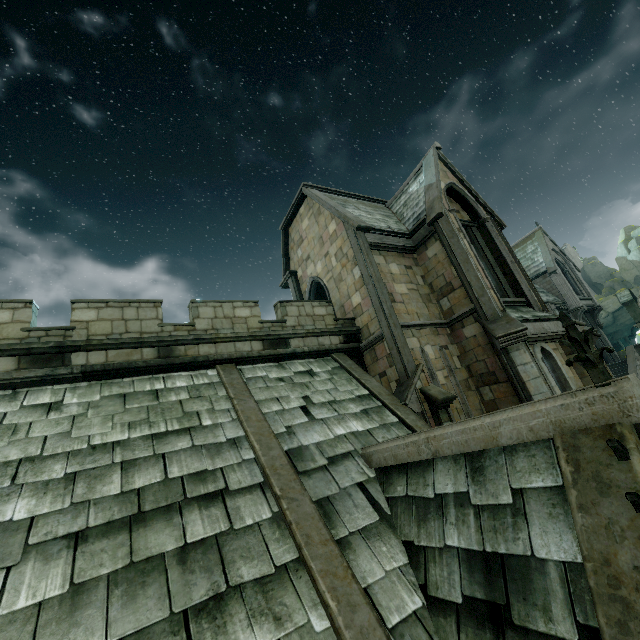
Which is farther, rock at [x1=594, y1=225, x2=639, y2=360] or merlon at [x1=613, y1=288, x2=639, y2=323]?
rock at [x1=594, y1=225, x2=639, y2=360]

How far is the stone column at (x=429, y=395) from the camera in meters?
9.3 m

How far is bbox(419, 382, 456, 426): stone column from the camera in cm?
934

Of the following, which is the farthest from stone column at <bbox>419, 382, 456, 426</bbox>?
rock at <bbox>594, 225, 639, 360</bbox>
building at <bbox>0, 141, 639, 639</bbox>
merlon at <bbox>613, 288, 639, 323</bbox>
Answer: merlon at <bbox>613, 288, 639, 323</bbox>

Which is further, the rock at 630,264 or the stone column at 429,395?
the rock at 630,264

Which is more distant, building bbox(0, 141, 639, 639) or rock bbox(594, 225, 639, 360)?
rock bbox(594, 225, 639, 360)

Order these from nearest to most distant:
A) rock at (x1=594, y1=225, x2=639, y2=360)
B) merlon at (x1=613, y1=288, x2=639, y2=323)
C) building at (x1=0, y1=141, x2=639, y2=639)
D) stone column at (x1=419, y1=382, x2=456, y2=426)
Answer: building at (x1=0, y1=141, x2=639, y2=639) → stone column at (x1=419, y1=382, x2=456, y2=426) → merlon at (x1=613, y1=288, x2=639, y2=323) → rock at (x1=594, y1=225, x2=639, y2=360)

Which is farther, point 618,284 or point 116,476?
point 618,284
